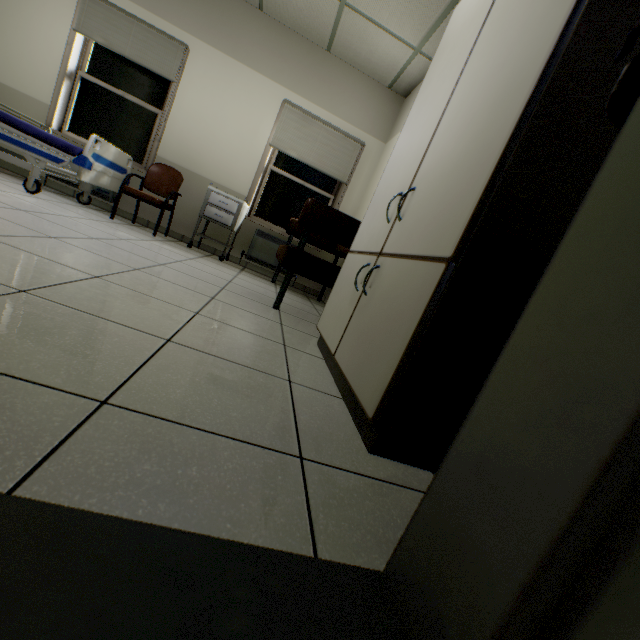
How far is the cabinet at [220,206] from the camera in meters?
4.2 m

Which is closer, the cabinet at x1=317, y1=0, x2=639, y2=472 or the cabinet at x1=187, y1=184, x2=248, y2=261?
the cabinet at x1=317, y1=0, x2=639, y2=472

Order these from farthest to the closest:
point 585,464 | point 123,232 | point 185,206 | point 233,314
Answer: point 185,206
point 123,232
point 233,314
point 585,464

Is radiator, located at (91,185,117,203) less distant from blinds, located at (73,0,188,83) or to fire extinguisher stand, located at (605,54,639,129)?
blinds, located at (73,0,188,83)

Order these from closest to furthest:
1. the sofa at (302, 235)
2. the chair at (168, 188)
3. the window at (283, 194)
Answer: the sofa at (302, 235)
the chair at (168, 188)
the window at (283, 194)

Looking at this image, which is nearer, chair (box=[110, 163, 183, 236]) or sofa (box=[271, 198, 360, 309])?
sofa (box=[271, 198, 360, 309])

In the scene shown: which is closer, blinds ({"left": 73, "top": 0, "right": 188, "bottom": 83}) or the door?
the door

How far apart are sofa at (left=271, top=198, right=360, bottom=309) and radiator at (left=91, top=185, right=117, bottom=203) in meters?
2.4
